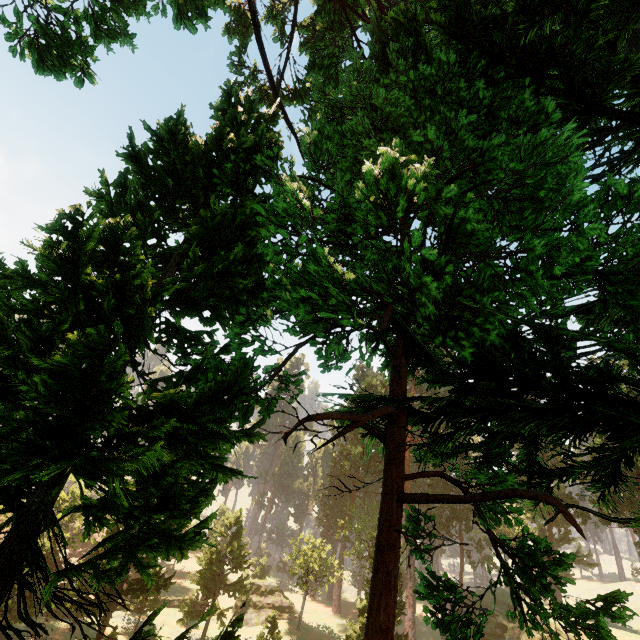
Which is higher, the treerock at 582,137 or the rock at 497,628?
the treerock at 582,137

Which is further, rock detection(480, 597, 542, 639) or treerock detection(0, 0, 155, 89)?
rock detection(480, 597, 542, 639)

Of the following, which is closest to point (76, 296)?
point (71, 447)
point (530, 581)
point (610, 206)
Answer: point (71, 447)

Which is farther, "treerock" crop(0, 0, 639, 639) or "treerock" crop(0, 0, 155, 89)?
"treerock" crop(0, 0, 155, 89)

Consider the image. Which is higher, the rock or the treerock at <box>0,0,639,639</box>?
the treerock at <box>0,0,639,639</box>

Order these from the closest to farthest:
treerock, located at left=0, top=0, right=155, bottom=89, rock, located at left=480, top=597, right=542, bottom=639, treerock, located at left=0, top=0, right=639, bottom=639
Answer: treerock, located at left=0, top=0, right=639, bottom=639
treerock, located at left=0, top=0, right=155, bottom=89
rock, located at left=480, top=597, right=542, bottom=639

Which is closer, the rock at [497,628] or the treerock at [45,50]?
the treerock at [45,50]
